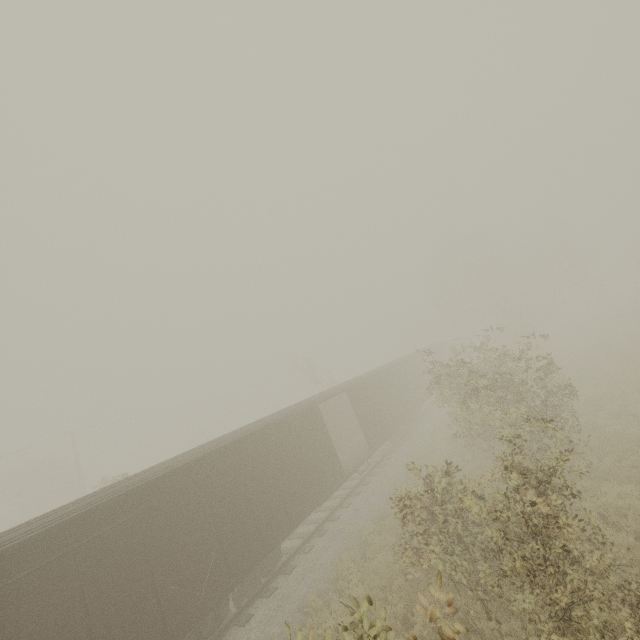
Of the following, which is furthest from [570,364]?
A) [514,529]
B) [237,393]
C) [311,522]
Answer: [237,393]
